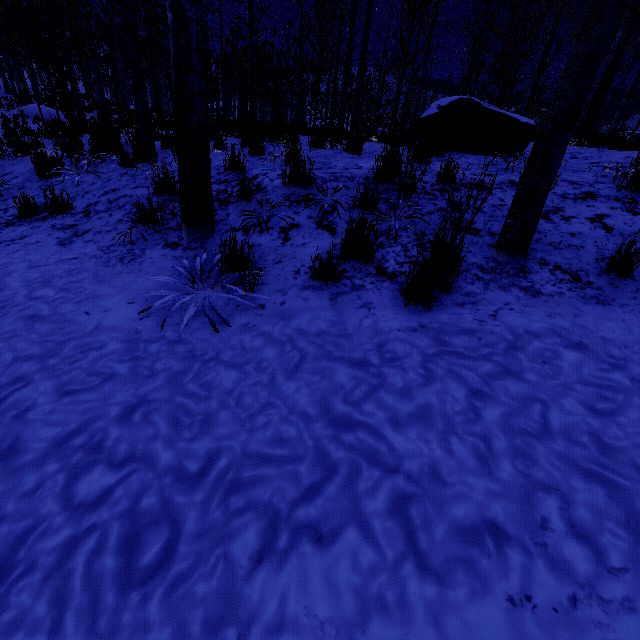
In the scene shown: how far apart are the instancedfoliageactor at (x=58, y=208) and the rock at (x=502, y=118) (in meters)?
5.37

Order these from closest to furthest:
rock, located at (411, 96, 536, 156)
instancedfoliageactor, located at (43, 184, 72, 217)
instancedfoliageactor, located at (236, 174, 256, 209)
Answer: instancedfoliageactor, located at (236, 174, 256, 209) → instancedfoliageactor, located at (43, 184, 72, 217) → rock, located at (411, 96, 536, 156)

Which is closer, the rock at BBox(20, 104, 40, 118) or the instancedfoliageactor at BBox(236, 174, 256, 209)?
the instancedfoliageactor at BBox(236, 174, 256, 209)

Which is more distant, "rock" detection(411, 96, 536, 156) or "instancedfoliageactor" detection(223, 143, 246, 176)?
"rock" detection(411, 96, 536, 156)

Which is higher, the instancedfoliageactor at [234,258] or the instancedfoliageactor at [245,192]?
the instancedfoliageactor at [245,192]

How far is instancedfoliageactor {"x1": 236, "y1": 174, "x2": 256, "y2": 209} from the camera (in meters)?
3.71

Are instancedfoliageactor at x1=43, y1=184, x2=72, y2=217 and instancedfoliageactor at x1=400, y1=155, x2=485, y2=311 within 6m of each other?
yes

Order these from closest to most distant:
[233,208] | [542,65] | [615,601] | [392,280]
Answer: [615,601], [392,280], [233,208], [542,65]
